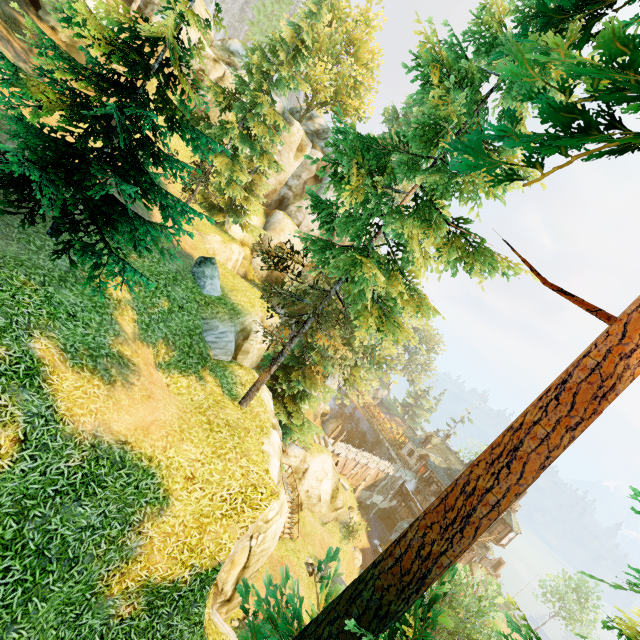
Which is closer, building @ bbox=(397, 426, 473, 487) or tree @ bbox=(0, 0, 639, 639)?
tree @ bbox=(0, 0, 639, 639)

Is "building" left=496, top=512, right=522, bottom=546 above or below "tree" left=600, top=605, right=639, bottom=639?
below

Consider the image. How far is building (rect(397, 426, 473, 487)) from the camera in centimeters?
4762cm

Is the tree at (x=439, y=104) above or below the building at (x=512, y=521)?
above

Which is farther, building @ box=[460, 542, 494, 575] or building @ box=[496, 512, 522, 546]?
building @ box=[460, 542, 494, 575]

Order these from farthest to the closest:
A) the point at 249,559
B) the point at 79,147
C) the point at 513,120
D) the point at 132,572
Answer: the point at 249,559
the point at 79,147
the point at 132,572
the point at 513,120

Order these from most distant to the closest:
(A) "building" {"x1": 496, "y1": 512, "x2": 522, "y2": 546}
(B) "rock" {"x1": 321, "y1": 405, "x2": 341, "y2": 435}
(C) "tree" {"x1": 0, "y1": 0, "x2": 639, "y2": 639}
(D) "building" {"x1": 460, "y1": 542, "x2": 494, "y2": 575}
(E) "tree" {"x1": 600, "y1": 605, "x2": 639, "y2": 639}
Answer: (B) "rock" {"x1": 321, "y1": 405, "x2": 341, "y2": 435}, (D) "building" {"x1": 460, "y1": 542, "x2": 494, "y2": 575}, (A) "building" {"x1": 496, "y1": 512, "x2": 522, "y2": 546}, (E) "tree" {"x1": 600, "y1": 605, "x2": 639, "y2": 639}, (C) "tree" {"x1": 0, "y1": 0, "x2": 639, "y2": 639}

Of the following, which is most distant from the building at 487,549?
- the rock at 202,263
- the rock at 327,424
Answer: the rock at 202,263
